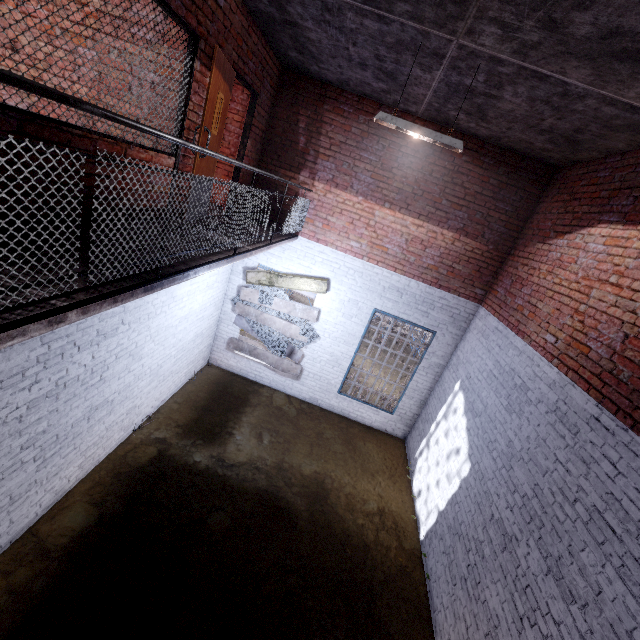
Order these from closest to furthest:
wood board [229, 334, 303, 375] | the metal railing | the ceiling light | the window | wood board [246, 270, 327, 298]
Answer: the metal railing < the window < the ceiling light < wood board [246, 270, 327, 298] < wood board [229, 334, 303, 375]

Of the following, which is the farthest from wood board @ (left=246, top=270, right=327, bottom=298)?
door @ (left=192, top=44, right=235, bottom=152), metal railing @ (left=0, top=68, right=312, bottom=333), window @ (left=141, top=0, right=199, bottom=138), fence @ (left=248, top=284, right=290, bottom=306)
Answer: window @ (left=141, top=0, right=199, bottom=138)

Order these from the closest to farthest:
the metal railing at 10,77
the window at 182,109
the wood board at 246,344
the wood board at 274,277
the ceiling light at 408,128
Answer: the metal railing at 10,77 → the window at 182,109 → the ceiling light at 408,128 → the wood board at 274,277 → the wood board at 246,344

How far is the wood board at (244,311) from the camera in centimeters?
797cm

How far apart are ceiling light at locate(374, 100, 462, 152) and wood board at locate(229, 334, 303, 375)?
4.75m

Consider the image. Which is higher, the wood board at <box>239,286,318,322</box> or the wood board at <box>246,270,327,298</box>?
the wood board at <box>246,270,327,298</box>

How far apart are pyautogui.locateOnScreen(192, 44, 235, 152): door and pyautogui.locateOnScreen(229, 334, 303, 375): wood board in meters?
2.6 m

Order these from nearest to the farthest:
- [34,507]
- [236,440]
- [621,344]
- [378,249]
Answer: [621,344] → [34,507] → [236,440] → [378,249]
